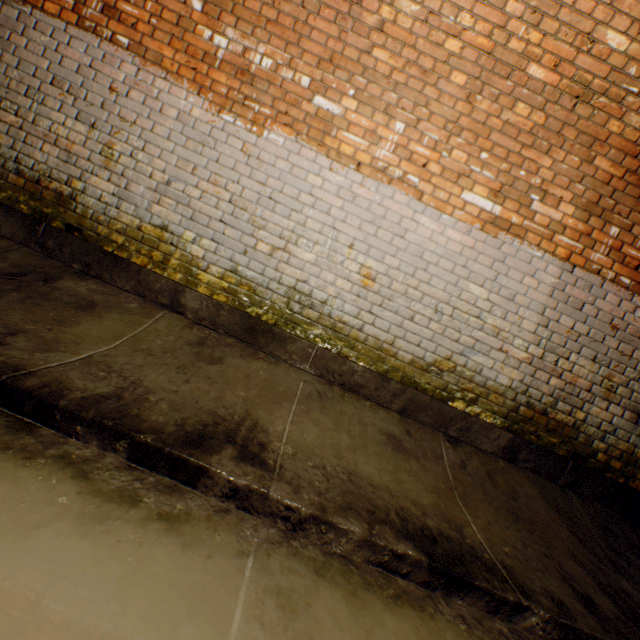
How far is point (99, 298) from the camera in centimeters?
244cm
